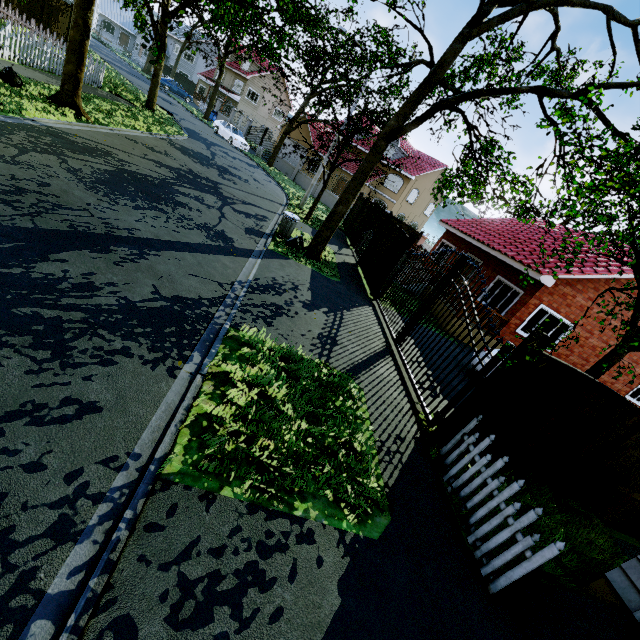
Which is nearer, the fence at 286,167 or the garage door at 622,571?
the garage door at 622,571

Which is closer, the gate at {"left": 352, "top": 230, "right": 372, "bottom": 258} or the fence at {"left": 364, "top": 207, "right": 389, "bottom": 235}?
the gate at {"left": 352, "top": 230, "right": 372, "bottom": 258}

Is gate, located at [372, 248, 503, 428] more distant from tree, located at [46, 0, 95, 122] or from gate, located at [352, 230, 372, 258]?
gate, located at [352, 230, 372, 258]

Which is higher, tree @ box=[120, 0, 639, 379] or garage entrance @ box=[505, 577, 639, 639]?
tree @ box=[120, 0, 639, 379]

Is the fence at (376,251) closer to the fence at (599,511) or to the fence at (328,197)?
the fence at (599,511)

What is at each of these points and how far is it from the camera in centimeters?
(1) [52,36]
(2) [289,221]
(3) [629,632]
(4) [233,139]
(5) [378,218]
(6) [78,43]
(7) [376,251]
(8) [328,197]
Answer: (1) fence, 2125cm
(2) trash can, 1188cm
(3) garage entrance, 372cm
(4) car, 2839cm
(5) fence, 2303cm
(6) tree, 1009cm
(7) fence, 1349cm
(8) fence, 2888cm

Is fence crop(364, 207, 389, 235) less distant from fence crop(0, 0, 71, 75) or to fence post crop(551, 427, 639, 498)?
fence crop(0, 0, 71, 75)

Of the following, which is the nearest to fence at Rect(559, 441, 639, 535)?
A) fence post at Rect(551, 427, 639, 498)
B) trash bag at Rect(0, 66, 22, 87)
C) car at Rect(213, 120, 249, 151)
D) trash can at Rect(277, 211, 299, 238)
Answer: fence post at Rect(551, 427, 639, 498)
